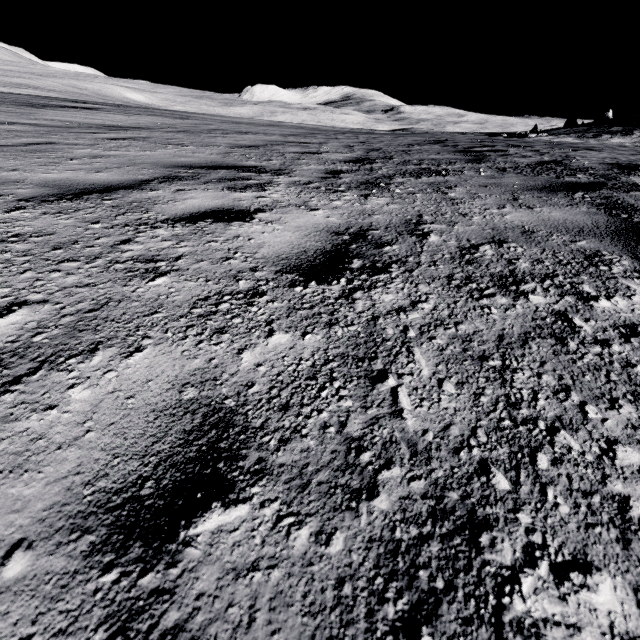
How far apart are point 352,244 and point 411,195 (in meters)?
1.48
